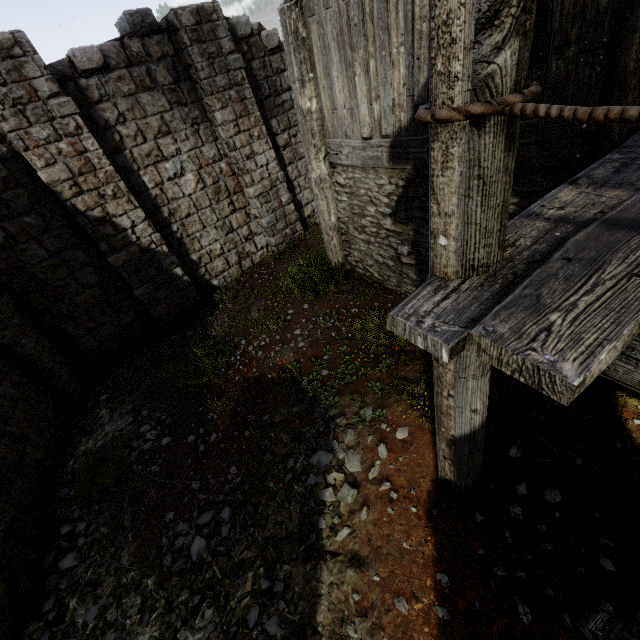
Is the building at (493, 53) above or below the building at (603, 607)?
above

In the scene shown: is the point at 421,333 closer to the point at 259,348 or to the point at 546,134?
the point at 546,134

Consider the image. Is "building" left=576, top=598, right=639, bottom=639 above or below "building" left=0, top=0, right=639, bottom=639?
below

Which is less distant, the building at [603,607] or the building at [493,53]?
the building at [493,53]

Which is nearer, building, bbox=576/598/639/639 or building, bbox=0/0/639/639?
building, bbox=0/0/639/639
